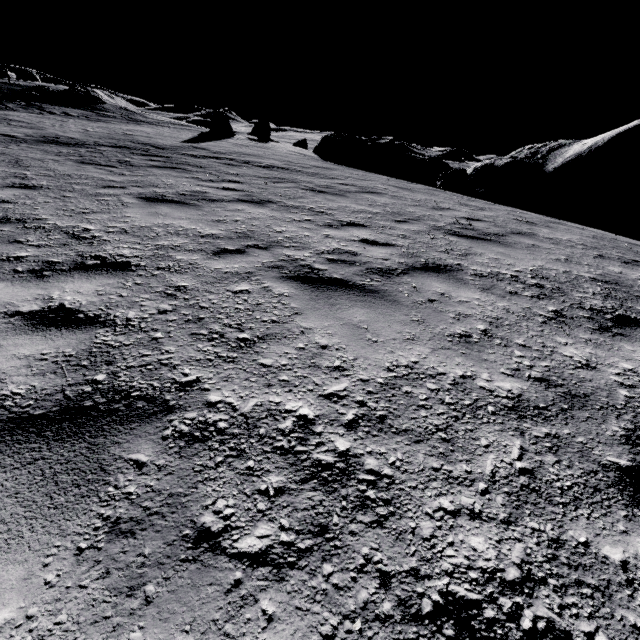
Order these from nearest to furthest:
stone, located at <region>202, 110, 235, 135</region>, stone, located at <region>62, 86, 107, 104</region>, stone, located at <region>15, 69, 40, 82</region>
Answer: stone, located at <region>202, 110, 235, 135</region> < stone, located at <region>62, 86, 107, 104</region> < stone, located at <region>15, 69, 40, 82</region>

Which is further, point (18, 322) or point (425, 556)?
point (18, 322)

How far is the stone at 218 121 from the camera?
19.50m

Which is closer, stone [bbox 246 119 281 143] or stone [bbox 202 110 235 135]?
stone [bbox 202 110 235 135]

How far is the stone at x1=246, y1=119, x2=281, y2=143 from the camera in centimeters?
2403cm

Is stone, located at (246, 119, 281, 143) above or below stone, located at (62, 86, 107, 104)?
below

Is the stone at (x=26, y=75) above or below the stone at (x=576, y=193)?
above

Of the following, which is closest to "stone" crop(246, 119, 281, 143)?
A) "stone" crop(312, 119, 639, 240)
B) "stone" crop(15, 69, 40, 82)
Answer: "stone" crop(312, 119, 639, 240)
